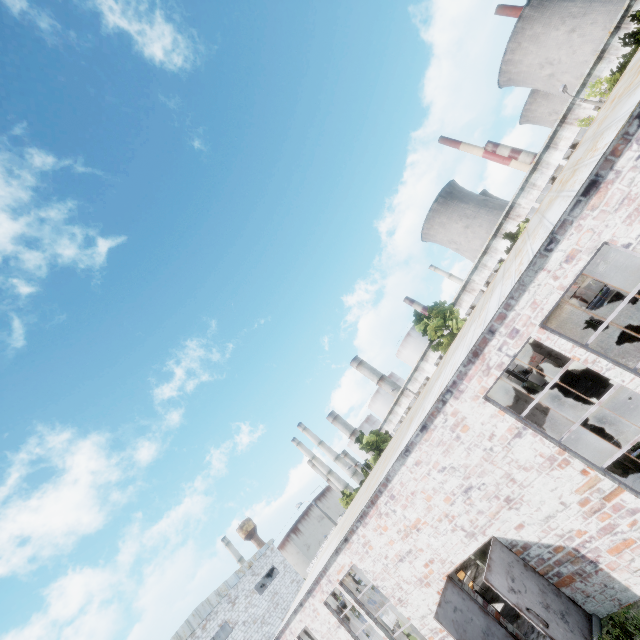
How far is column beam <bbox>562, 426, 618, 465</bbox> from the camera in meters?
8.6 m

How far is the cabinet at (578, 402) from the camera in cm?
1316

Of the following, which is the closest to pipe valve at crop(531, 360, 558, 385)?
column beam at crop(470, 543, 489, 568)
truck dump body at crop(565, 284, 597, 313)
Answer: column beam at crop(470, 543, 489, 568)

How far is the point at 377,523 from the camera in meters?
10.0 m

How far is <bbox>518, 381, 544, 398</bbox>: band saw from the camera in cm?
1642

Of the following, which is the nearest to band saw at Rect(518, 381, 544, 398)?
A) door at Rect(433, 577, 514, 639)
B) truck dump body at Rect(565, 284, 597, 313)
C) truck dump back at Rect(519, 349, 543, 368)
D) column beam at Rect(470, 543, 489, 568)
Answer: column beam at Rect(470, 543, 489, 568)

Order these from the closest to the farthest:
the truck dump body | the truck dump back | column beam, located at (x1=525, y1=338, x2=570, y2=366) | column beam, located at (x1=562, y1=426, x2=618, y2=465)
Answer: column beam, located at (x1=562, y1=426, x2=618, y2=465) < column beam, located at (x1=525, y1=338, x2=570, y2=366) < the truck dump back < the truck dump body

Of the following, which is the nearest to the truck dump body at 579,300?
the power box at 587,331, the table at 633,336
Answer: the power box at 587,331
